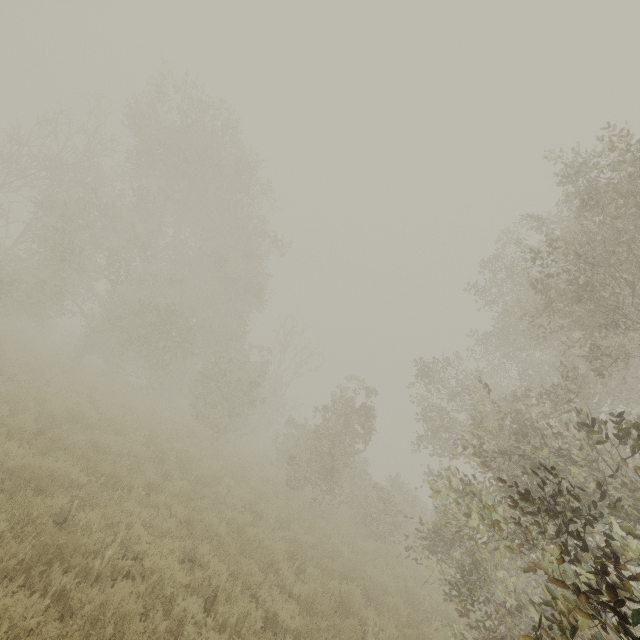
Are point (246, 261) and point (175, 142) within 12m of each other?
yes
